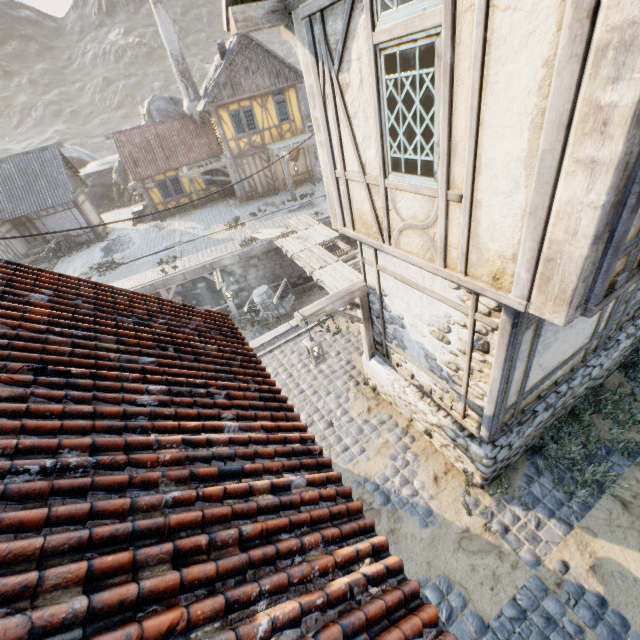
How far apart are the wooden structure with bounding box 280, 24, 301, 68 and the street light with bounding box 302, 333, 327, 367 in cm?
341

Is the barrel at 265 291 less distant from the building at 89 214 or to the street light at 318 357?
the street light at 318 357

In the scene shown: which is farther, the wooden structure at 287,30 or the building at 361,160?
the wooden structure at 287,30

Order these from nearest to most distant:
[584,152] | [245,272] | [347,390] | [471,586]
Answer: [584,152]
[471,586]
[347,390]
[245,272]

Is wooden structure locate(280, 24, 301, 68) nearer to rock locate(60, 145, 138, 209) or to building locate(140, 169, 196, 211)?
building locate(140, 169, 196, 211)

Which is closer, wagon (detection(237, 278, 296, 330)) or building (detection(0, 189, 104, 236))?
wagon (detection(237, 278, 296, 330))

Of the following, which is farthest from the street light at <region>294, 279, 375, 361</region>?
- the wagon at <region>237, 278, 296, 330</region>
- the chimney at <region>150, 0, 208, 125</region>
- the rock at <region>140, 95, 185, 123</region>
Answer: the rock at <region>140, 95, 185, 123</region>

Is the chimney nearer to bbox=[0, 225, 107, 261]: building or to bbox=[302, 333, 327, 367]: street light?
bbox=[0, 225, 107, 261]: building
